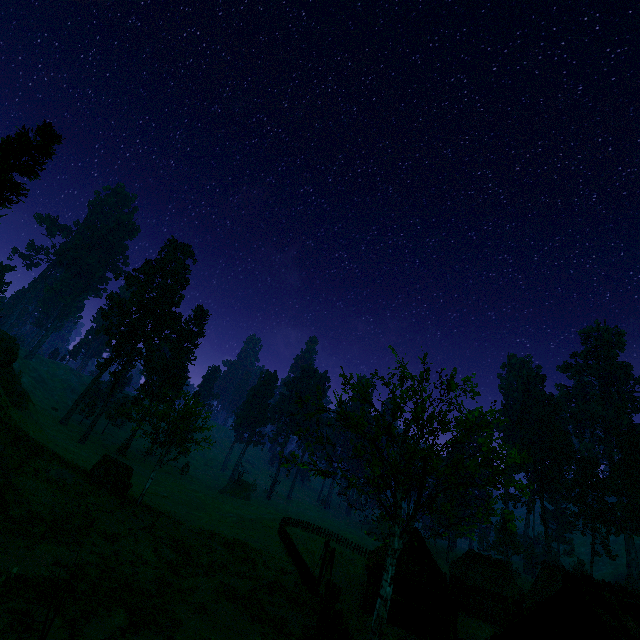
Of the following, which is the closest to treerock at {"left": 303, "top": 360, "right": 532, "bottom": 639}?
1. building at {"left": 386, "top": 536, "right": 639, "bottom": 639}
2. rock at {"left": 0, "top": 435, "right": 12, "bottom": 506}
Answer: building at {"left": 386, "top": 536, "right": 639, "bottom": 639}

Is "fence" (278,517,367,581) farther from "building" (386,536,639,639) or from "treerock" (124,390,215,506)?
"treerock" (124,390,215,506)

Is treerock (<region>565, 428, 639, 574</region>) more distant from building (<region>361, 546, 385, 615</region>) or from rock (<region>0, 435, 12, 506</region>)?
rock (<region>0, 435, 12, 506</region>)

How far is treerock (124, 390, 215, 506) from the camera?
28.23m

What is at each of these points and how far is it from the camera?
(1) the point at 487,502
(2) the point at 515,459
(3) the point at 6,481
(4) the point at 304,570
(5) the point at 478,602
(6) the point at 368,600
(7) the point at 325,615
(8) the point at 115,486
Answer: (1) treerock, 19.5 meters
(2) treerock, 14.1 meters
(3) rock, 16.6 meters
(4) fence, 28.7 meters
(5) building, 38.3 meters
(6) building, 31.3 meters
(7) treerock, 15.5 meters
(8) treerock, 26.9 meters

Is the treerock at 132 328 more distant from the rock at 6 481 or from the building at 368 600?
the rock at 6 481

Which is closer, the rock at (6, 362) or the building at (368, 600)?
the rock at (6, 362)

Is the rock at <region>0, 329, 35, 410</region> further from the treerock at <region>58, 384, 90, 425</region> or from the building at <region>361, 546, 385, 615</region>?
the building at <region>361, 546, 385, 615</region>
